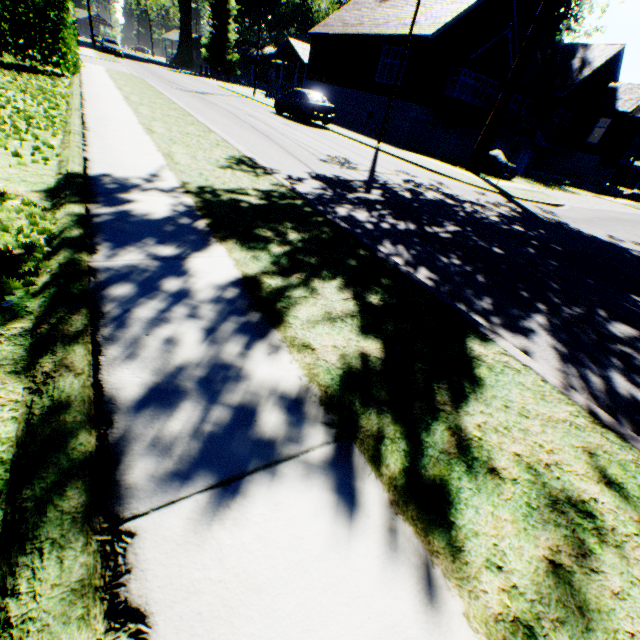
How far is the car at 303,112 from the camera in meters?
18.8 m

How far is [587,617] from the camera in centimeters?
135cm

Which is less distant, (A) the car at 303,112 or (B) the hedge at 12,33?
(B) the hedge at 12,33

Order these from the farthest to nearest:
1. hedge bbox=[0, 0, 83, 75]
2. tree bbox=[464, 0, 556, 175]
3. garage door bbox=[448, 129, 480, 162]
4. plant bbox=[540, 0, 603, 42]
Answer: plant bbox=[540, 0, 603, 42]
garage door bbox=[448, 129, 480, 162]
tree bbox=[464, 0, 556, 175]
hedge bbox=[0, 0, 83, 75]

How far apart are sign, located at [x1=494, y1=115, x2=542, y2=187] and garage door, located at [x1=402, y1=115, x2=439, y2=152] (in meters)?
12.78

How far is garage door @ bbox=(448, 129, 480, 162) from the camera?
26.2m

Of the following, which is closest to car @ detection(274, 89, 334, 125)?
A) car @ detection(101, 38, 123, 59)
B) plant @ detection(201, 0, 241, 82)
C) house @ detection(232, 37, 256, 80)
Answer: house @ detection(232, 37, 256, 80)

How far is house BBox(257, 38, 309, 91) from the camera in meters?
42.4
